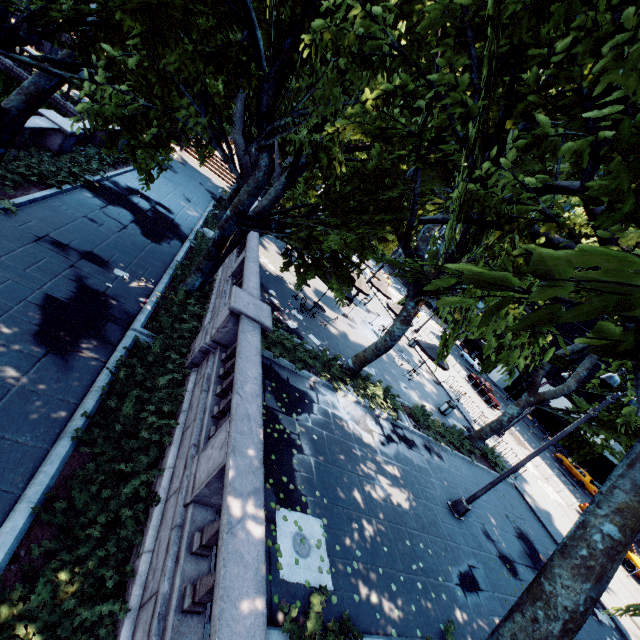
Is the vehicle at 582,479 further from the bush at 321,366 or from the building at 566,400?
the bush at 321,366

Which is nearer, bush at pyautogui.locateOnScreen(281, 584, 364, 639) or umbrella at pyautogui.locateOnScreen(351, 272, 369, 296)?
bush at pyautogui.locateOnScreen(281, 584, 364, 639)

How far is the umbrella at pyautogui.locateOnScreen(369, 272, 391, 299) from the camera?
29.9 meters

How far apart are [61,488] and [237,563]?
4.3m

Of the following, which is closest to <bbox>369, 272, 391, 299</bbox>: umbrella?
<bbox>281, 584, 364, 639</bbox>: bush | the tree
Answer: the tree

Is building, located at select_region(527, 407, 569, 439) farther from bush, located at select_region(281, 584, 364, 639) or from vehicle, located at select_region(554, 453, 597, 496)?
bush, located at select_region(281, 584, 364, 639)

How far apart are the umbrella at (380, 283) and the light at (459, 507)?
19.8m

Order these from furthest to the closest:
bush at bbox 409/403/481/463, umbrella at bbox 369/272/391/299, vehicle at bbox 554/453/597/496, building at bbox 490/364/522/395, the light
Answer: building at bbox 490/364/522/395 < vehicle at bbox 554/453/597/496 < umbrella at bbox 369/272/391/299 < bush at bbox 409/403/481/463 < the light
